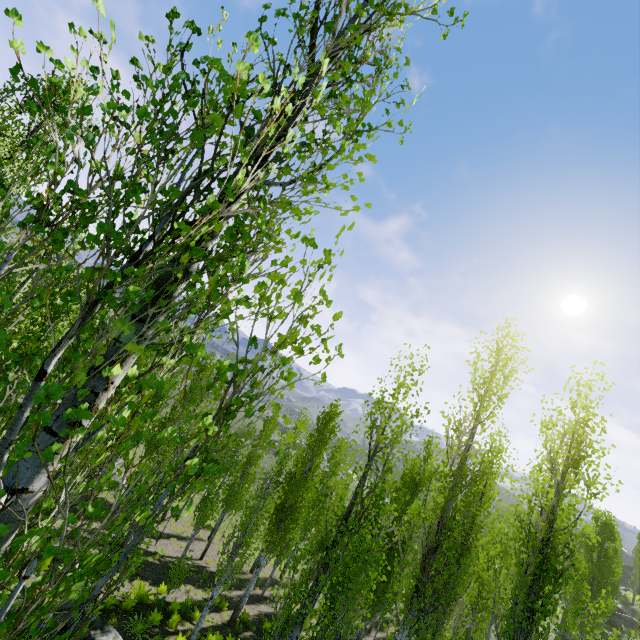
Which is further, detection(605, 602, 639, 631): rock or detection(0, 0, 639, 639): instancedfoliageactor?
detection(605, 602, 639, 631): rock

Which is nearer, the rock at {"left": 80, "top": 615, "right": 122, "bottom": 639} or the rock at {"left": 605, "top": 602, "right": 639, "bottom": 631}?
the rock at {"left": 80, "top": 615, "right": 122, "bottom": 639}

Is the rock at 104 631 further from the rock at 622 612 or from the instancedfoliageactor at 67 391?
the rock at 622 612

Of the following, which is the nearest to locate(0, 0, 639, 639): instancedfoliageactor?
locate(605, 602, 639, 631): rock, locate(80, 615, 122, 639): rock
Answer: locate(80, 615, 122, 639): rock

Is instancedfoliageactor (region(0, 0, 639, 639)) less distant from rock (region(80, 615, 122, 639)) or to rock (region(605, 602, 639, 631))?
rock (region(80, 615, 122, 639))

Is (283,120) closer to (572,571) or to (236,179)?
(236,179)

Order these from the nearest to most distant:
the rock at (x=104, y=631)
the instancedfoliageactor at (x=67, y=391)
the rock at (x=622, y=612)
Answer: the instancedfoliageactor at (x=67, y=391) < the rock at (x=104, y=631) < the rock at (x=622, y=612)

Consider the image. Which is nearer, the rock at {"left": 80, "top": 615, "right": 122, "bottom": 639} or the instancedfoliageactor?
the instancedfoliageactor
